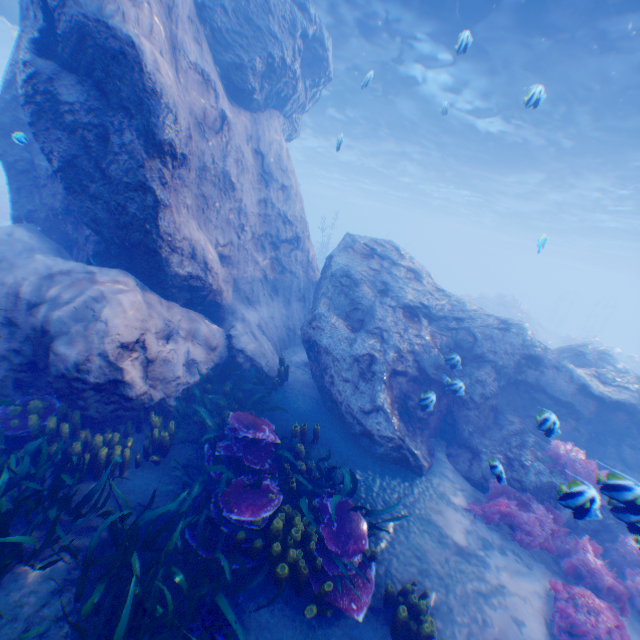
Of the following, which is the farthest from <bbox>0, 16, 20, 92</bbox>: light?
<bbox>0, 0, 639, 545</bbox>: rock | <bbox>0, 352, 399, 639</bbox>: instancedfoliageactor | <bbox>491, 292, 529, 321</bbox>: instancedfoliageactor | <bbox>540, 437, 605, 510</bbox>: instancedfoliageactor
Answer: <bbox>491, 292, 529, 321</bbox>: instancedfoliageactor

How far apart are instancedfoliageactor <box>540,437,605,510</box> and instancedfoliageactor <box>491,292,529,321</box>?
25.82m

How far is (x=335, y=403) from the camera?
7.6 meters

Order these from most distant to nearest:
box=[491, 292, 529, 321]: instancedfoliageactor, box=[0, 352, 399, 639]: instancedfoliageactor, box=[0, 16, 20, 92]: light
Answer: box=[491, 292, 529, 321]: instancedfoliageactor, box=[0, 16, 20, 92]: light, box=[0, 352, 399, 639]: instancedfoliageactor

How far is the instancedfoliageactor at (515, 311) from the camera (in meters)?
28.84

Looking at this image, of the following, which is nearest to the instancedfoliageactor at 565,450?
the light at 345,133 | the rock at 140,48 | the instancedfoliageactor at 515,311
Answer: the rock at 140,48

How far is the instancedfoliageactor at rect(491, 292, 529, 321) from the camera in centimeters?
2884cm

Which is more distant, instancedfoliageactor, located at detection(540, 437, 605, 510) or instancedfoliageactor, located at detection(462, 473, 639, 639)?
instancedfoliageactor, located at detection(462, 473, 639, 639)
